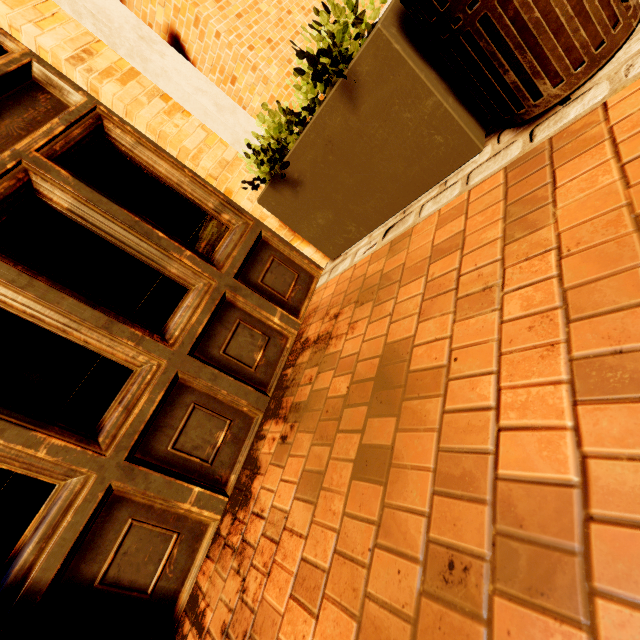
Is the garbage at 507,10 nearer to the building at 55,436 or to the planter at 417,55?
the planter at 417,55

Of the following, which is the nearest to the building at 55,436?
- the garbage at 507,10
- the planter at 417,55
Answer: the planter at 417,55

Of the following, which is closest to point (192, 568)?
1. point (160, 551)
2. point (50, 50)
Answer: point (160, 551)

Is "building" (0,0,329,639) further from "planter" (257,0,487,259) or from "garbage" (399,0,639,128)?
"garbage" (399,0,639,128)

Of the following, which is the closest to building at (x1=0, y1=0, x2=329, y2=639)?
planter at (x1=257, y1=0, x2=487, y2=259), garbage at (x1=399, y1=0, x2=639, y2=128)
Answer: planter at (x1=257, y1=0, x2=487, y2=259)
